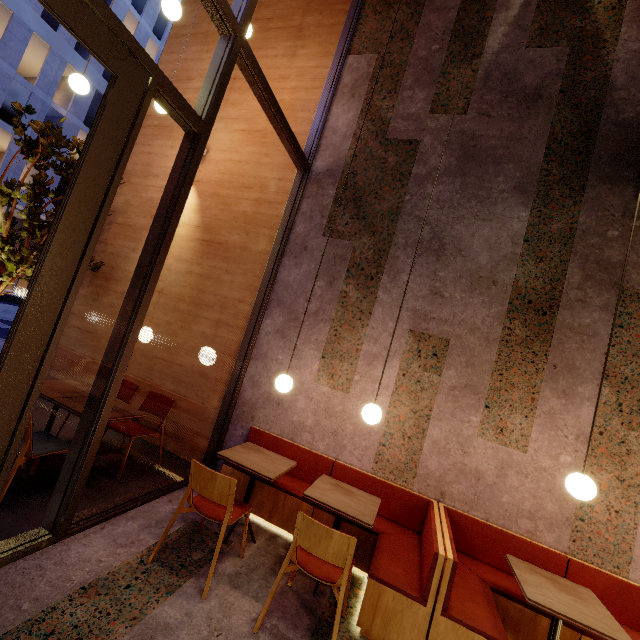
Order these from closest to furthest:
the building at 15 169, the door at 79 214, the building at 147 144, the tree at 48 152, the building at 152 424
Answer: the door at 79 214 < the tree at 48 152 < the building at 152 424 < the building at 147 144 < the building at 15 169

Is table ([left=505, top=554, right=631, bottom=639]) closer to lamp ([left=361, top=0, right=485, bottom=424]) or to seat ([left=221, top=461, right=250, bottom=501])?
seat ([left=221, top=461, right=250, bottom=501])

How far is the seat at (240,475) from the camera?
3.71m

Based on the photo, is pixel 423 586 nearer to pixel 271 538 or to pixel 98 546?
pixel 271 538

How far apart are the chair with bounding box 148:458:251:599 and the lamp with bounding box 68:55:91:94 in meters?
4.2 m

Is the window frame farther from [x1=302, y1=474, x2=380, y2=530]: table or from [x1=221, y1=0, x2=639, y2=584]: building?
[x1=302, y1=474, x2=380, y2=530]: table

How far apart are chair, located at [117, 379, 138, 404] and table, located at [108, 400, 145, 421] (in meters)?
0.33

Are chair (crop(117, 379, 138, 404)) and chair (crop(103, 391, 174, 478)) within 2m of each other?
yes
